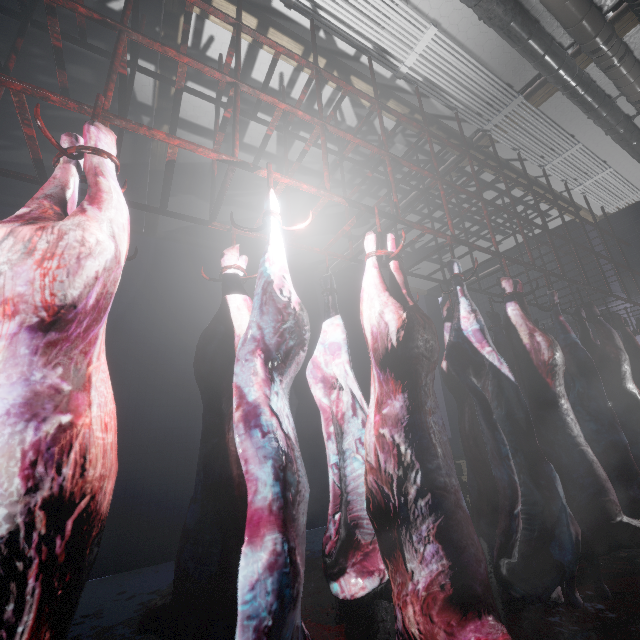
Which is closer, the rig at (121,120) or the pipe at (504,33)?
the rig at (121,120)

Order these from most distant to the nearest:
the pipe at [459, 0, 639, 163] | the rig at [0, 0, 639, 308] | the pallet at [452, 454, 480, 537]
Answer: the pallet at [452, 454, 480, 537]
the pipe at [459, 0, 639, 163]
the rig at [0, 0, 639, 308]

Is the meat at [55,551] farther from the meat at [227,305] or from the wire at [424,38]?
the wire at [424,38]

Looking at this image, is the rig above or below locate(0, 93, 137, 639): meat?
above

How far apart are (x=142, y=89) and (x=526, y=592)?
4.4 meters

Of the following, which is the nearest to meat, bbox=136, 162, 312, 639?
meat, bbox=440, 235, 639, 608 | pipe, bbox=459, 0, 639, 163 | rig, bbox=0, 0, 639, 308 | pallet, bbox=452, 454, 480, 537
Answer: rig, bbox=0, 0, 639, 308

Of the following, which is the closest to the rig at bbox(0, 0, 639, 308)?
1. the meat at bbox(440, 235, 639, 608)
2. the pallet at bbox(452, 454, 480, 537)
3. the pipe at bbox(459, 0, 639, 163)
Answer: the meat at bbox(440, 235, 639, 608)

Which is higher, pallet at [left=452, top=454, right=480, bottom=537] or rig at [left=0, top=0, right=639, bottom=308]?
rig at [left=0, top=0, right=639, bottom=308]
